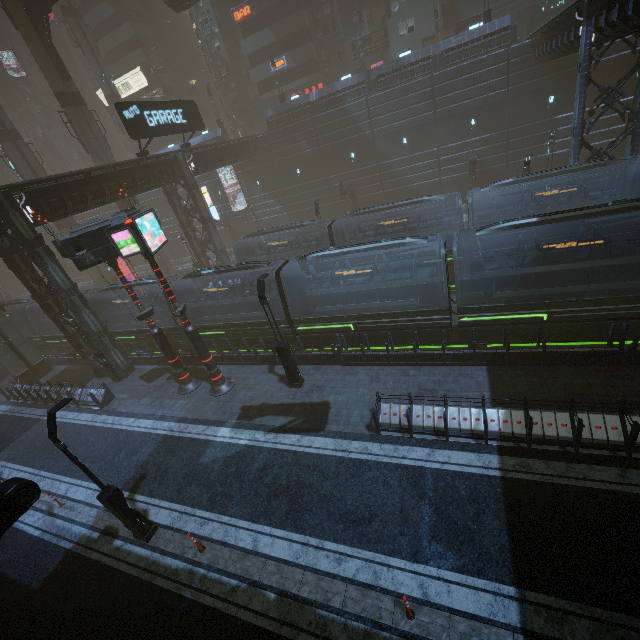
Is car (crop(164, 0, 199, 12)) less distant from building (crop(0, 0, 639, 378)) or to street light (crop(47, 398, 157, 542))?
building (crop(0, 0, 639, 378))

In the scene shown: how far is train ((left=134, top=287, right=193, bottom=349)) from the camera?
20.70m

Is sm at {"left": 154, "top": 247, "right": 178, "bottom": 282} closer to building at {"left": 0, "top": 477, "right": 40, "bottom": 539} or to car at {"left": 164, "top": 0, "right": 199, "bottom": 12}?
building at {"left": 0, "top": 477, "right": 40, "bottom": 539}

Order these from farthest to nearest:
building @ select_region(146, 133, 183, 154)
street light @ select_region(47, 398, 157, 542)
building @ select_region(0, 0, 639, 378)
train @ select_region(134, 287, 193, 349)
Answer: building @ select_region(146, 133, 183, 154)
train @ select_region(134, 287, 193, 349)
building @ select_region(0, 0, 639, 378)
street light @ select_region(47, 398, 157, 542)

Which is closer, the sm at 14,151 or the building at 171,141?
the sm at 14,151

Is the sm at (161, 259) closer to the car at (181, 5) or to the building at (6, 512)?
the building at (6, 512)

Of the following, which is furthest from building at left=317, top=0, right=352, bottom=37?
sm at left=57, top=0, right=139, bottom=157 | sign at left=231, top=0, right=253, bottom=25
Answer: sm at left=57, top=0, right=139, bottom=157

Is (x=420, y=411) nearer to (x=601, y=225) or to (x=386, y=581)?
(x=386, y=581)
